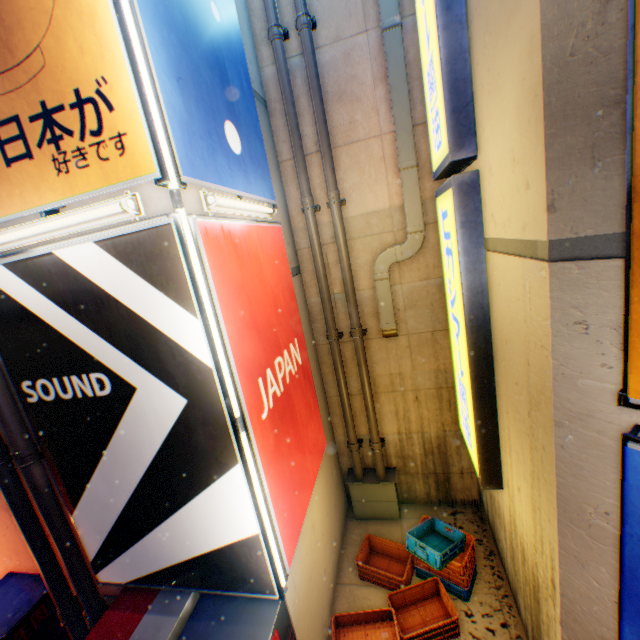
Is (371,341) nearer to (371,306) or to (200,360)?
(371,306)

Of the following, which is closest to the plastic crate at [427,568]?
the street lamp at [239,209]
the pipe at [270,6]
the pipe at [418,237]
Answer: the pipe at [270,6]

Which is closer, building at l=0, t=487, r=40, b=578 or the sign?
the sign

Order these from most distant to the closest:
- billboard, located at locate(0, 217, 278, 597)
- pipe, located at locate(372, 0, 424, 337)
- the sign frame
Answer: pipe, located at locate(372, 0, 424, 337), billboard, located at locate(0, 217, 278, 597), the sign frame

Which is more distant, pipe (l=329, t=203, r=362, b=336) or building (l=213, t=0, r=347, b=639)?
pipe (l=329, t=203, r=362, b=336)

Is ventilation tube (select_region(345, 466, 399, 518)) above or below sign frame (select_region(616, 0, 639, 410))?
below

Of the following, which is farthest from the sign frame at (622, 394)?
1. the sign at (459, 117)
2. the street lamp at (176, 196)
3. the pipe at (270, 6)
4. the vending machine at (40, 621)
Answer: the vending machine at (40, 621)

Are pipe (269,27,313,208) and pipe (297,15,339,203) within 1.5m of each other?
yes
